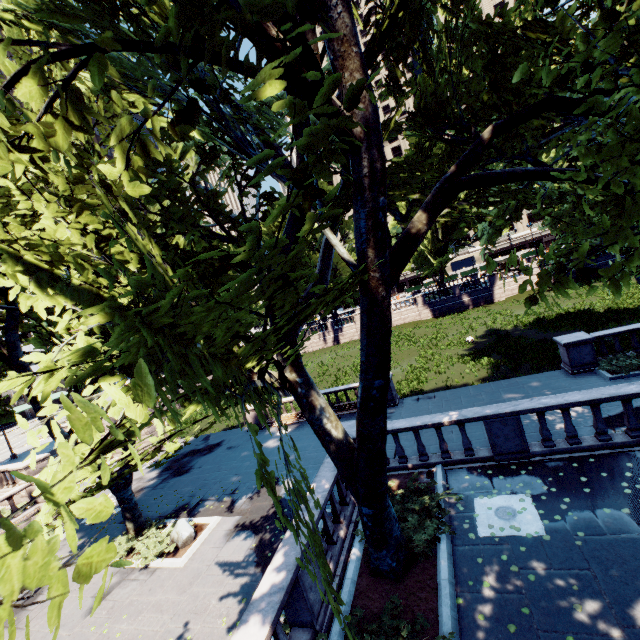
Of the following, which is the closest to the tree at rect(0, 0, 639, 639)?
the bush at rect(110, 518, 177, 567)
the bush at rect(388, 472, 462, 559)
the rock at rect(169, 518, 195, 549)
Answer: the bush at rect(388, 472, 462, 559)

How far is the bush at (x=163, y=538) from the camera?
12.7 meters

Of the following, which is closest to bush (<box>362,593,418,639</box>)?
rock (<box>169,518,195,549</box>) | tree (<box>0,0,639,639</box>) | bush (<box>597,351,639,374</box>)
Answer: tree (<box>0,0,639,639</box>)

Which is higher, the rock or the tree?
the tree

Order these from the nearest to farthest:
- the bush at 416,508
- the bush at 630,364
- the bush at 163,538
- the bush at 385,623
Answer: the bush at 385,623 → the bush at 416,508 → the bush at 163,538 → the bush at 630,364

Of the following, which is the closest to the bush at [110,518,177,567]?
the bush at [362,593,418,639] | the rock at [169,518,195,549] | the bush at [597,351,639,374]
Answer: the rock at [169,518,195,549]

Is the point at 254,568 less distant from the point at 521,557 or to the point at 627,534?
the point at 521,557

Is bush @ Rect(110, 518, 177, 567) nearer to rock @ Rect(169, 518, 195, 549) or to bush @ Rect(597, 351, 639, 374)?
rock @ Rect(169, 518, 195, 549)
